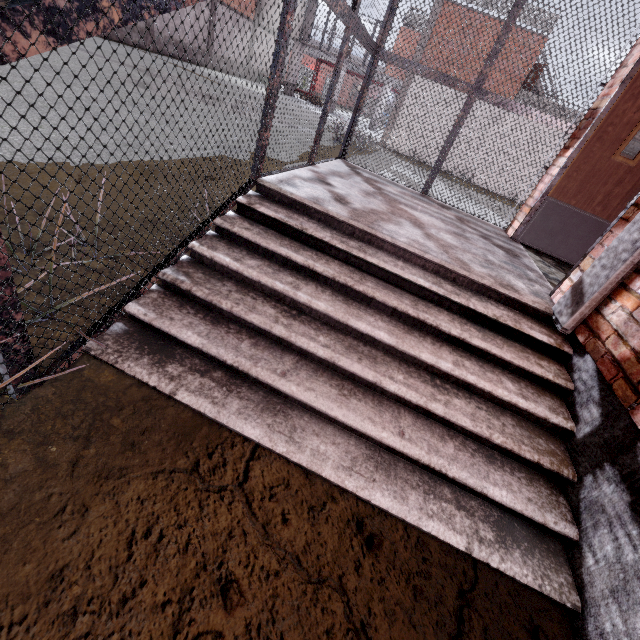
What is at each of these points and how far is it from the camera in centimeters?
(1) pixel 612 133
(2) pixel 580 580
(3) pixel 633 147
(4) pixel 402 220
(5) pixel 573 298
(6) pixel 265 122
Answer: (1) door, 379cm
(2) foundation, 167cm
(3) fuse box, 395cm
(4) stair, 345cm
(5) trim, 252cm
(6) cage, 263cm

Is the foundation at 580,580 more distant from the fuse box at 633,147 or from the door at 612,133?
the fuse box at 633,147

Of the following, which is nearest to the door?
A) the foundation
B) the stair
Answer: the stair

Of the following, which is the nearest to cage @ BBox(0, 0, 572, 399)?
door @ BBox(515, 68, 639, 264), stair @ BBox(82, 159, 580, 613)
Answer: stair @ BBox(82, 159, 580, 613)

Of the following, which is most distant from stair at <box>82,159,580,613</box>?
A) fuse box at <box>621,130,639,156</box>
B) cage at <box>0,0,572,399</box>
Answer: fuse box at <box>621,130,639,156</box>

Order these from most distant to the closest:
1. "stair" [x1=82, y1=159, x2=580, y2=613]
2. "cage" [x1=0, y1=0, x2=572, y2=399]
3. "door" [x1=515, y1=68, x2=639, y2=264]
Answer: "door" [x1=515, y1=68, x2=639, y2=264]
"stair" [x1=82, y1=159, x2=580, y2=613]
"cage" [x1=0, y1=0, x2=572, y2=399]

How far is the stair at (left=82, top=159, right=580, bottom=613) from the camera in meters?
1.8 m

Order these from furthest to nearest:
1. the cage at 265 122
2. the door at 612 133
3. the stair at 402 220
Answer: the door at 612 133, the stair at 402 220, the cage at 265 122
